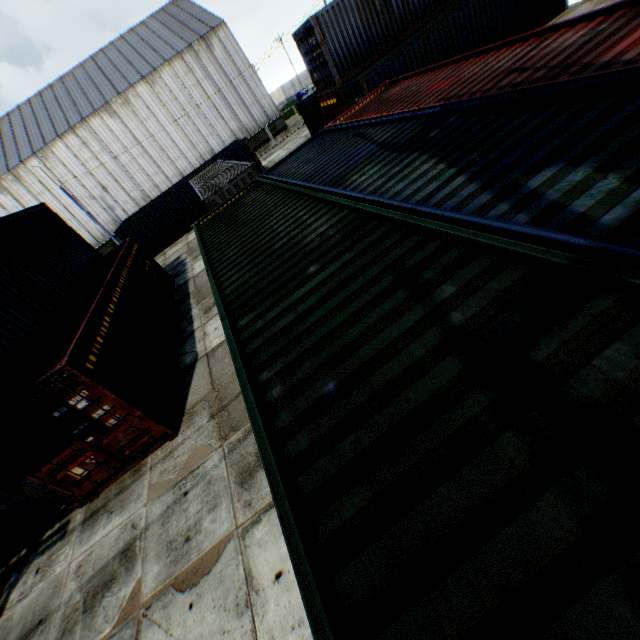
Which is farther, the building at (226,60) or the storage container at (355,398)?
the building at (226,60)

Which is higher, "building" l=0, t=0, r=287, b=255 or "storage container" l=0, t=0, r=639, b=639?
"building" l=0, t=0, r=287, b=255

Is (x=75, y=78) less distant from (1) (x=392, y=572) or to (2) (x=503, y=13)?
(2) (x=503, y=13)

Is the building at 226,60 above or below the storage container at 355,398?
above

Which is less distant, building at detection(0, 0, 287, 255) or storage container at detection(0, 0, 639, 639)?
storage container at detection(0, 0, 639, 639)
